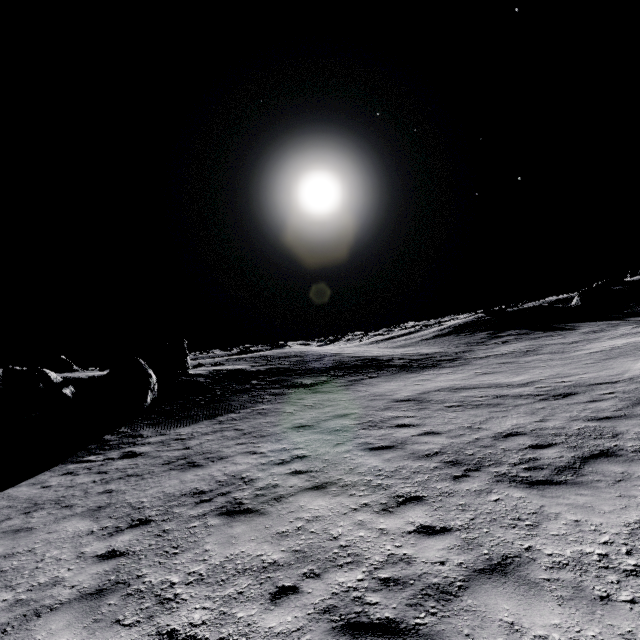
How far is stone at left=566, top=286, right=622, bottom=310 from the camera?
37.3m

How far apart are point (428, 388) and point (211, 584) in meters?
12.7 m

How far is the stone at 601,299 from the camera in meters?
37.3
